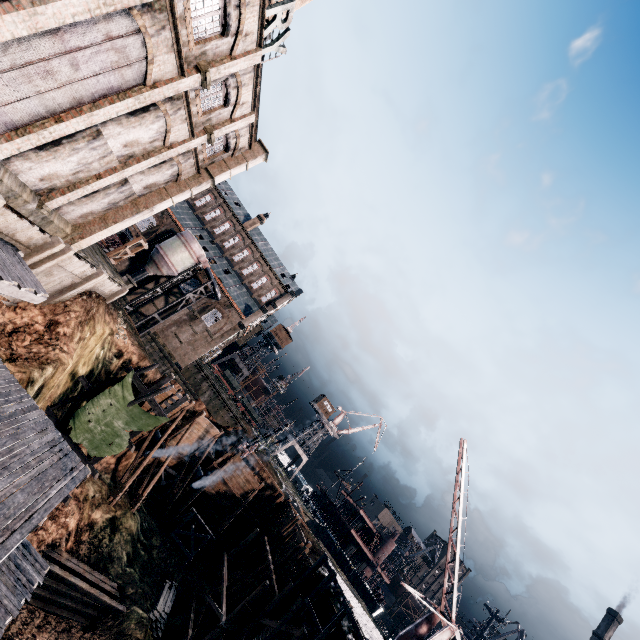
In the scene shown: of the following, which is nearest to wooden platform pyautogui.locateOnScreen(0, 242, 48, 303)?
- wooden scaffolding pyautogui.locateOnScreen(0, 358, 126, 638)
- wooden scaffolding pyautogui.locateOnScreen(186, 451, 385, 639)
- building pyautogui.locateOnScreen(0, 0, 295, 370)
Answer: wooden scaffolding pyautogui.locateOnScreen(0, 358, 126, 638)

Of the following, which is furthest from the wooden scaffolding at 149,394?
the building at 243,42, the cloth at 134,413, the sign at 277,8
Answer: the sign at 277,8

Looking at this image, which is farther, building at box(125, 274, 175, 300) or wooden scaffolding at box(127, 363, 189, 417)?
building at box(125, 274, 175, 300)

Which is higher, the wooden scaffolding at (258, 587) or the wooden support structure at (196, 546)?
the wooden scaffolding at (258, 587)

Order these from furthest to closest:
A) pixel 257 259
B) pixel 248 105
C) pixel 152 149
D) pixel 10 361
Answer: pixel 257 259, pixel 248 105, pixel 152 149, pixel 10 361

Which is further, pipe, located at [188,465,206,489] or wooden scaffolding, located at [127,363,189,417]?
pipe, located at [188,465,206,489]

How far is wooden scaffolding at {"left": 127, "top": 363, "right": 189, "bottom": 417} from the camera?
23.8m

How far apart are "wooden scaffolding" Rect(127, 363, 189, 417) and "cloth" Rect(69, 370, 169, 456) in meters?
0.0
